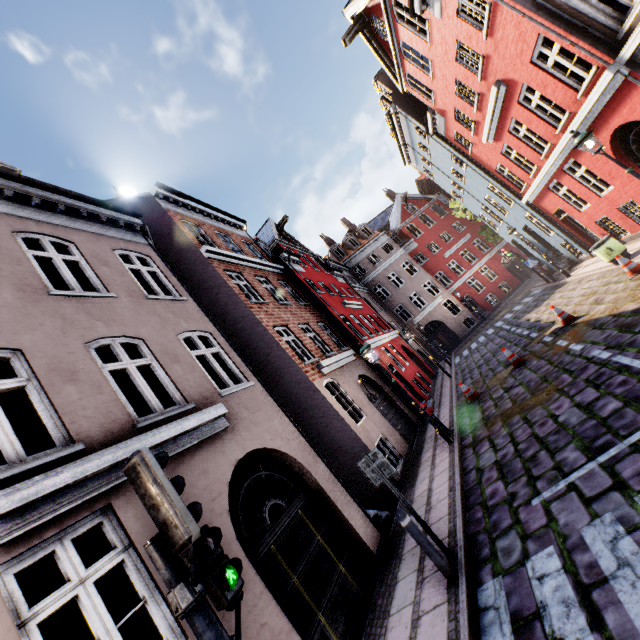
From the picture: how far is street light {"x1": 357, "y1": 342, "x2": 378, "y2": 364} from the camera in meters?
10.1

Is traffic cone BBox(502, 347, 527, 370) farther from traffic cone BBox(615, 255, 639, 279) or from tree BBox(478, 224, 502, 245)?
tree BBox(478, 224, 502, 245)

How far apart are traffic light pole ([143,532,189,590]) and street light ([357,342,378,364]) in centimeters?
816cm

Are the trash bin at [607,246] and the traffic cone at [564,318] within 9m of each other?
yes

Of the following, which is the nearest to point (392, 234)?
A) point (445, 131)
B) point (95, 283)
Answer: point (445, 131)

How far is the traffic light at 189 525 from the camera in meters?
2.2

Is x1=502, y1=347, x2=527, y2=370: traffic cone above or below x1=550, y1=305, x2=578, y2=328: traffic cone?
above

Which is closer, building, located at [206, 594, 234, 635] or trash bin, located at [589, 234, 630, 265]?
building, located at [206, 594, 234, 635]
